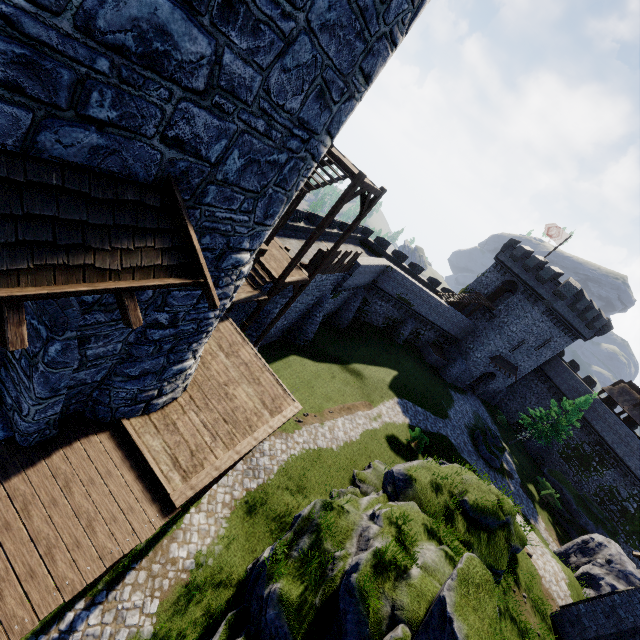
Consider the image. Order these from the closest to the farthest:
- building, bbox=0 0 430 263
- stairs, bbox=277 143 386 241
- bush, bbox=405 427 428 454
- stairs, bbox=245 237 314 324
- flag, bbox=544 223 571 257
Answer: building, bbox=0 0 430 263 < stairs, bbox=277 143 386 241 < stairs, bbox=245 237 314 324 < bush, bbox=405 427 428 454 < flag, bbox=544 223 571 257

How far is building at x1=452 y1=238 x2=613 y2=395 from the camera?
35.16m

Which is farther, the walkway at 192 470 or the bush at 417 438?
the bush at 417 438

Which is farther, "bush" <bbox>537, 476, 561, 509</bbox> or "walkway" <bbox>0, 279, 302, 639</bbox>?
"bush" <bbox>537, 476, 561, 509</bbox>

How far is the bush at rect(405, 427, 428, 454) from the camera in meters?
24.0 m

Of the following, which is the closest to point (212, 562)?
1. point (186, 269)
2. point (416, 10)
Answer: point (186, 269)

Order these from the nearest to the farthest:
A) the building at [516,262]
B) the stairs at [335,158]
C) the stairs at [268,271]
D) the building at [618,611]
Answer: the stairs at [335,158], the building at [618,611], the stairs at [268,271], the building at [516,262]

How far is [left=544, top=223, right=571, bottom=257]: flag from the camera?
36.5m
